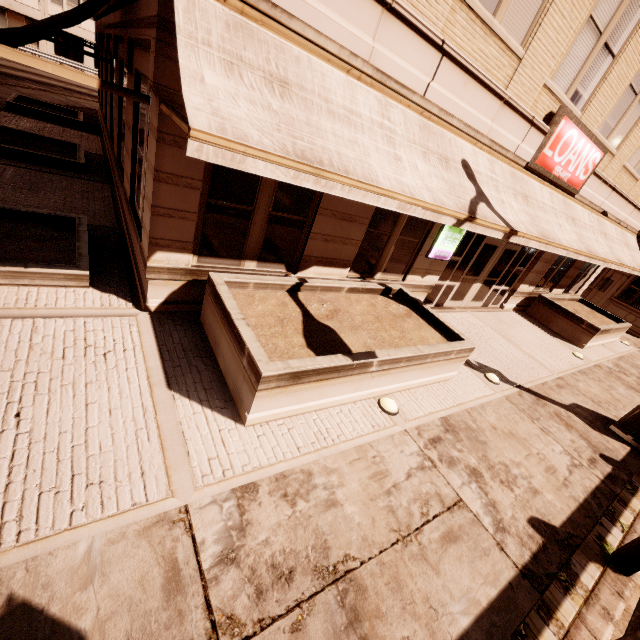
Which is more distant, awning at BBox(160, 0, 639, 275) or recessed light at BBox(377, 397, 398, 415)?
recessed light at BBox(377, 397, 398, 415)

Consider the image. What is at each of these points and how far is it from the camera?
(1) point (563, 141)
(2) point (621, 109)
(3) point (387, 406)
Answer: (1) sign, 8.4 meters
(2) building, 9.2 meters
(3) recessed light, 5.6 meters

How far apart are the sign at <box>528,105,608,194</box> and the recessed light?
7.2m

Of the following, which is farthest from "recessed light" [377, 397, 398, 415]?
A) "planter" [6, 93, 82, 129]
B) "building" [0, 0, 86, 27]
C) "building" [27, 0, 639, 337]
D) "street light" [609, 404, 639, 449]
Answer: "building" [0, 0, 86, 27]

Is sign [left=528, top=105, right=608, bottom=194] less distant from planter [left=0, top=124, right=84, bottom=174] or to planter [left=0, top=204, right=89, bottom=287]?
planter [left=0, top=204, right=89, bottom=287]

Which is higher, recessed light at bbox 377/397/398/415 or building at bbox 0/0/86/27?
building at bbox 0/0/86/27

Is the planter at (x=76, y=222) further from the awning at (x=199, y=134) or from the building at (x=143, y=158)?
the awning at (x=199, y=134)

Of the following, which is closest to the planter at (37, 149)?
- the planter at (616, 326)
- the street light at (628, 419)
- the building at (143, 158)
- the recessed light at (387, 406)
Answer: the building at (143, 158)
